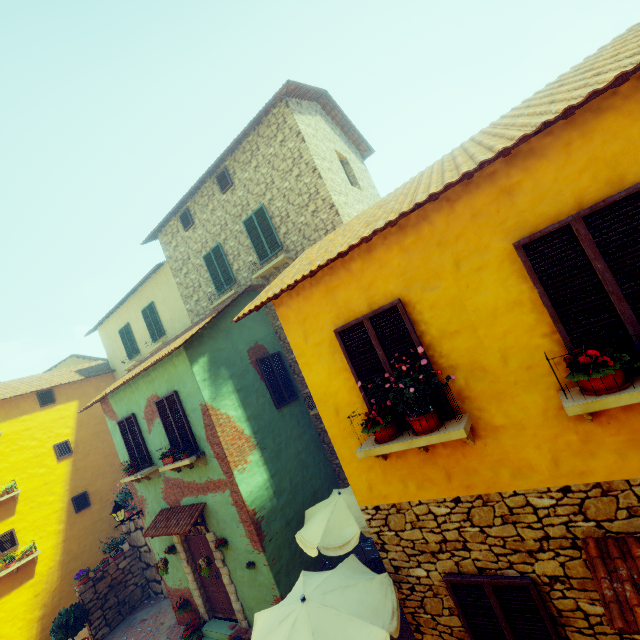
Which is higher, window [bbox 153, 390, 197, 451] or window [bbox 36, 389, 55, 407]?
window [bbox 36, 389, 55, 407]

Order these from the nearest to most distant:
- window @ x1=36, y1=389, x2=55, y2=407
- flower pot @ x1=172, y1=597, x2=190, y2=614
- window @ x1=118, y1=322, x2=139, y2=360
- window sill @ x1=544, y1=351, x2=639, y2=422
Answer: Answer: window sill @ x1=544, y1=351, x2=639, y2=422 → flower pot @ x1=172, y1=597, x2=190, y2=614 → window @ x1=36, y1=389, x2=55, y2=407 → window @ x1=118, y1=322, x2=139, y2=360

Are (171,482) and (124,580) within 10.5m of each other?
yes

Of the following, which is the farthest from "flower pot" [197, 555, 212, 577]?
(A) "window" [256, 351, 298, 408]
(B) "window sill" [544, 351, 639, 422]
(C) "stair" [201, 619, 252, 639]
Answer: (B) "window sill" [544, 351, 639, 422]

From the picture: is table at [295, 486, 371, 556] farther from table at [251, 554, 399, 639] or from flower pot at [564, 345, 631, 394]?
flower pot at [564, 345, 631, 394]

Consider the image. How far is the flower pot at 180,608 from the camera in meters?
9.6 m

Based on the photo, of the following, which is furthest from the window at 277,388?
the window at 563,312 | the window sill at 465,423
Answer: the window sill at 465,423

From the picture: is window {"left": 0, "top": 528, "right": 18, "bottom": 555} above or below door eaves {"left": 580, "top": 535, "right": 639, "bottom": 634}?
above
